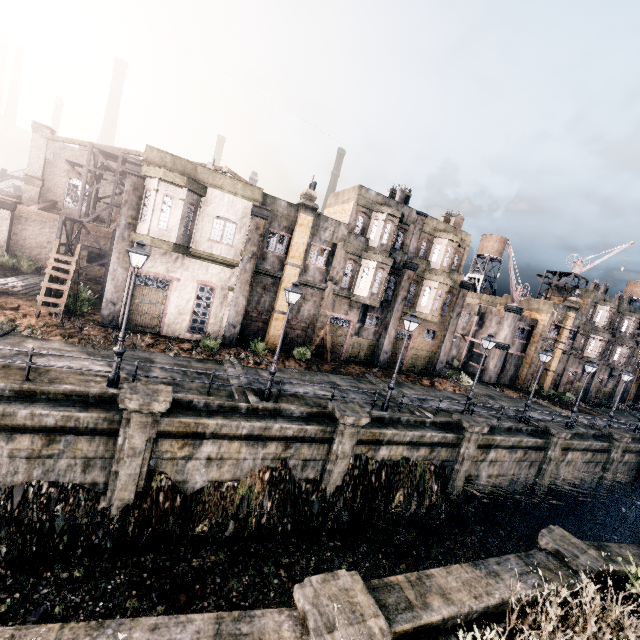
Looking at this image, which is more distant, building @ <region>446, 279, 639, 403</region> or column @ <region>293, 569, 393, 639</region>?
building @ <region>446, 279, 639, 403</region>

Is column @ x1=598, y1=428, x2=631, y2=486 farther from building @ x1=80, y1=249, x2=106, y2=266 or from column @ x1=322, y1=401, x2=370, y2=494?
building @ x1=80, y1=249, x2=106, y2=266

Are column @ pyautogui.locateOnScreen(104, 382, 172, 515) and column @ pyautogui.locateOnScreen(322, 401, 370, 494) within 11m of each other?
yes

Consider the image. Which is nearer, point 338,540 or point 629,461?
point 338,540

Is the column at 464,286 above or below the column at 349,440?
above

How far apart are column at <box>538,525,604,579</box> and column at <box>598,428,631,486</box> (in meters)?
22.04

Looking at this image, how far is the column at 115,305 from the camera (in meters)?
18.00

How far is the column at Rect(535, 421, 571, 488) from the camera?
22.8 meters
